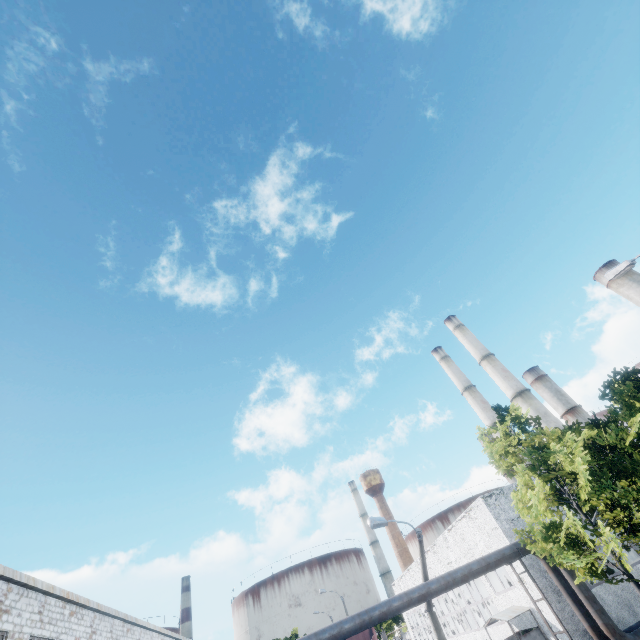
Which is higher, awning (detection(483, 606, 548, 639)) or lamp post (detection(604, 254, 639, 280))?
lamp post (detection(604, 254, 639, 280))

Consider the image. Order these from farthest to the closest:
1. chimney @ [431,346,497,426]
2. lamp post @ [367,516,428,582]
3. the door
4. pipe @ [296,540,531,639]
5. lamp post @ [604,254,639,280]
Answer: chimney @ [431,346,497,426] < the door < lamp post @ [367,516,428,582] < pipe @ [296,540,531,639] < lamp post @ [604,254,639,280]

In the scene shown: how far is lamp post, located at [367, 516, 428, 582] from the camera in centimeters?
1420cm

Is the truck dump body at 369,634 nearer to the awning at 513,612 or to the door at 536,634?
the awning at 513,612

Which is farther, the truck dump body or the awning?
the truck dump body

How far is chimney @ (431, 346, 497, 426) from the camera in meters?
44.6 m

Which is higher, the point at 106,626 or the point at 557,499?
the point at 106,626

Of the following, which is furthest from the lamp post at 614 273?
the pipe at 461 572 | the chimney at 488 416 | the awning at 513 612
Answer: the chimney at 488 416
